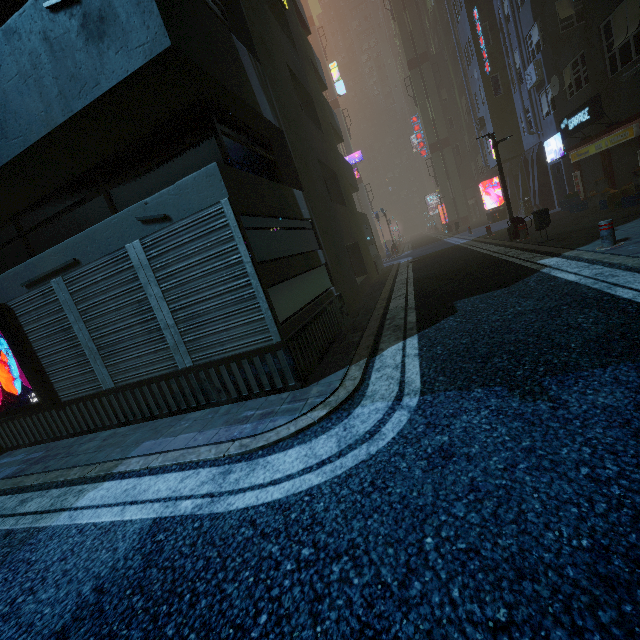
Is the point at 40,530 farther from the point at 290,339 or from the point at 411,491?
the point at 411,491

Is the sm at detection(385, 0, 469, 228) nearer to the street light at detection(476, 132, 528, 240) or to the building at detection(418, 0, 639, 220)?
the building at detection(418, 0, 639, 220)

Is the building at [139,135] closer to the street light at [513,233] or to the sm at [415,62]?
the street light at [513,233]

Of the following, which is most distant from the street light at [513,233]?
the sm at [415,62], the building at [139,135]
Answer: the sm at [415,62]

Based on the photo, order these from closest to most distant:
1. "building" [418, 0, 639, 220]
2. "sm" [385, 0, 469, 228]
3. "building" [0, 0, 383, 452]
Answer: "building" [0, 0, 383, 452]
"building" [418, 0, 639, 220]
"sm" [385, 0, 469, 228]

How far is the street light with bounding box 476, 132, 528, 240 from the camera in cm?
1196

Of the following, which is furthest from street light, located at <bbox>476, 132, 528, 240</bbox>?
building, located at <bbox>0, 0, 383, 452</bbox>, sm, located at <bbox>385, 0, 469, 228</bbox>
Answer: sm, located at <bbox>385, 0, 469, 228</bbox>
